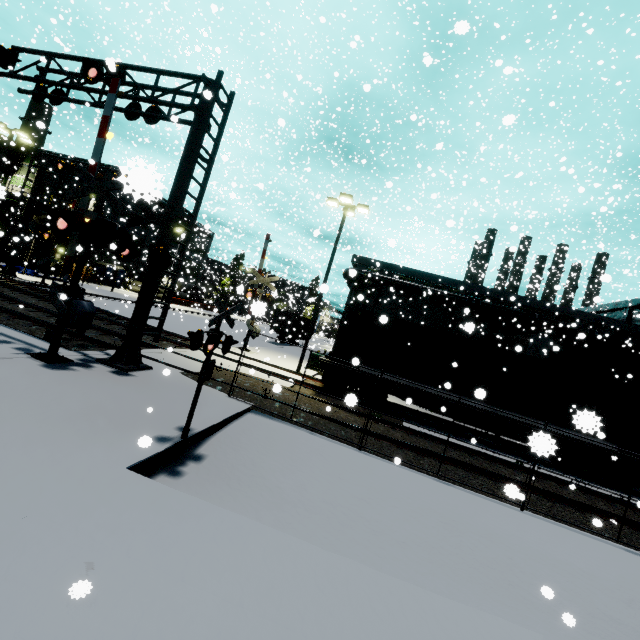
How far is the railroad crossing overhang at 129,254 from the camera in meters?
9.0 m

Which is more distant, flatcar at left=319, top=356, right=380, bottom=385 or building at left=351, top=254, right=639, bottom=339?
building at left=351, top=254, right=639, bottom=339

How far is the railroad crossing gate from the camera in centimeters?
1983cm

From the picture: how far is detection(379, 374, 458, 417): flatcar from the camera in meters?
13.2

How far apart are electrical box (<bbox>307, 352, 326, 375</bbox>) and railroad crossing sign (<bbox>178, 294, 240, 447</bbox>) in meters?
14.0

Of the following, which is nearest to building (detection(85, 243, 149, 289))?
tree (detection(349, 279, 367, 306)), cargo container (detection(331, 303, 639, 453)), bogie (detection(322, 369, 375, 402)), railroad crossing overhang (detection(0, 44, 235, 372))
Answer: tree (detection(349, 279, 367, 306))

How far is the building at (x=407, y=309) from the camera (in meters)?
30.67

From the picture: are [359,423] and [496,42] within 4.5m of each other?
no
